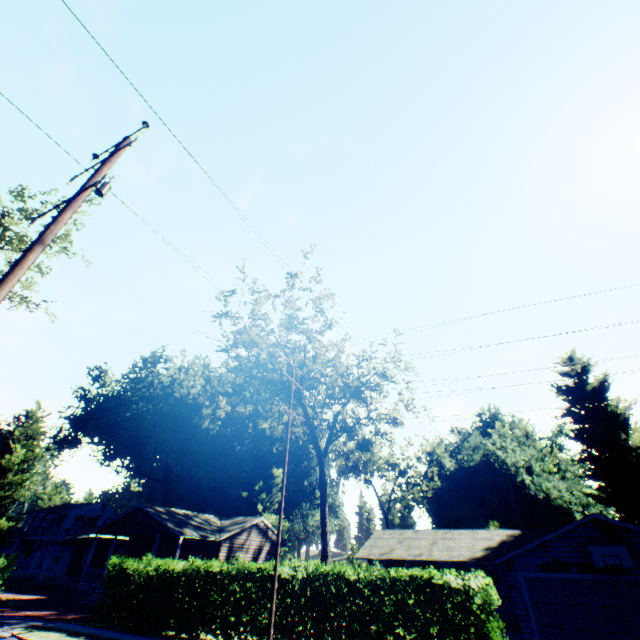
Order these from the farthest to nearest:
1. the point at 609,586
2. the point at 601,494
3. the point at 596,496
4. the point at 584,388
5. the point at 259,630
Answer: the point at 584,388, the point at 601,494, the point at 596,496, the point at 609,586, the point at 259,630

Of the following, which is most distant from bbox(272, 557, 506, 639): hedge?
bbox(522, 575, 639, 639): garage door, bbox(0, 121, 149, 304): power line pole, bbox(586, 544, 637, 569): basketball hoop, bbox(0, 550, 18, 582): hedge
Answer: bbox(0, 121, 149, 304): power line pole

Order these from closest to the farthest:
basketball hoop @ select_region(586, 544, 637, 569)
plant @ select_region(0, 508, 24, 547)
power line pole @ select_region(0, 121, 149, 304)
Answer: power line pole @ select_region(0, 121, 149, 304)
basketball hoop @ select_region(586, 544, 637, 569)
plant @ select_region(0, 508, 24, 547)

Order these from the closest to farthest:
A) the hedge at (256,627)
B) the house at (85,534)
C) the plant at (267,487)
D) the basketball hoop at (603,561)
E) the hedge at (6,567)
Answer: the hedge at (256,627) < the basketball hoop at (603,561) < the hedge at (6,567) < the house at (85,534) < the plant at (267,487)

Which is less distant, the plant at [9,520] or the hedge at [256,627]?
the hedge at [256,627]

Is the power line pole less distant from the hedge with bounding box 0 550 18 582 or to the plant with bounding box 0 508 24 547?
the hedge with bounding box 0 550 18 582

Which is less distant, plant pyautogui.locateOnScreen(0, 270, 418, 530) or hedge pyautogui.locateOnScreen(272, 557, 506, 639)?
hedge pyautogui.locateOnScreen(272, 557, 506, 639)

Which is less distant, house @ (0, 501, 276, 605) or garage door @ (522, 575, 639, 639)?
garage door @ (522, 575, 639, 639)
